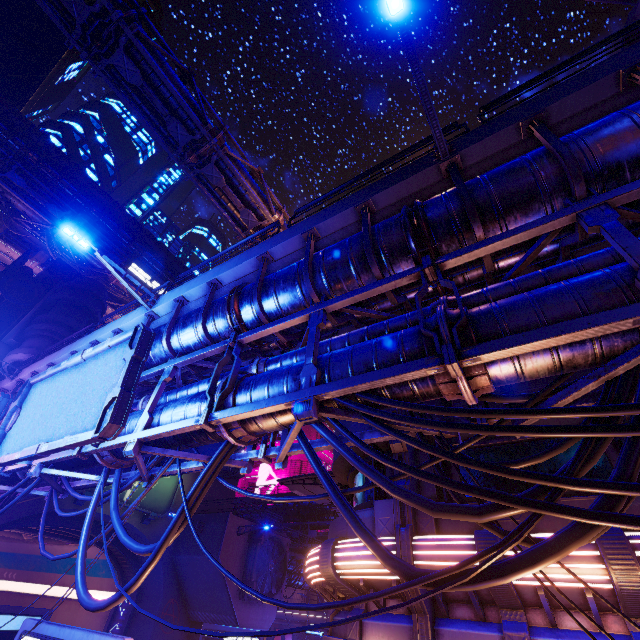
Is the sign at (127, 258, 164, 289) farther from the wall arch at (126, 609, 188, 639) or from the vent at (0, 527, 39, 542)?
the vent at (0, 527, 39, 542)

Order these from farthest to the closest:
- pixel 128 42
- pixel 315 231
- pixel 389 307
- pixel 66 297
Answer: pixel 66 297
pixel 128 42
pixel 389 307
pixel 315 231

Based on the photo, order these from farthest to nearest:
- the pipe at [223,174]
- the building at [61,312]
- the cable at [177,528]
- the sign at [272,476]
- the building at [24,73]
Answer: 1. the sign at [272,476]
2. the building at [24,73]
3. the building at [61,312]
4. the pipe at [223,174]
5. the cable at [177,528]

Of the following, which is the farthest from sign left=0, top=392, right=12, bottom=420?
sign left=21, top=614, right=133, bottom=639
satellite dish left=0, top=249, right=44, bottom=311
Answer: satellite dish left=0, top=249, right=44, bottom=311

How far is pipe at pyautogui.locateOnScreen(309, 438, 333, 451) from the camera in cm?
704

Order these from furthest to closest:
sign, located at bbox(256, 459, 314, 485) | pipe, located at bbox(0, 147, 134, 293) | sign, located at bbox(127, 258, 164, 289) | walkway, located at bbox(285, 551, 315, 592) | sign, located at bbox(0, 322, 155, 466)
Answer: sign, located at bbox(256, 459, 314, 485), sign, located at bbox(127, 258, 164, 289), pipe, located at bbox(0, 147, 134, 293), walkway, located at bbox(285, 551, 315, 592), sign, located at bbox(0, 322, 155, 466)

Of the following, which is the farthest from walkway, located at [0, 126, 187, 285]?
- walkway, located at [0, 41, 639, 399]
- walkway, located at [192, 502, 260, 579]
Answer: walkway, located at [0, 41, 639, 399]

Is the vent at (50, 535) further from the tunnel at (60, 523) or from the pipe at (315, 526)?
the pipe at (315, 526)
